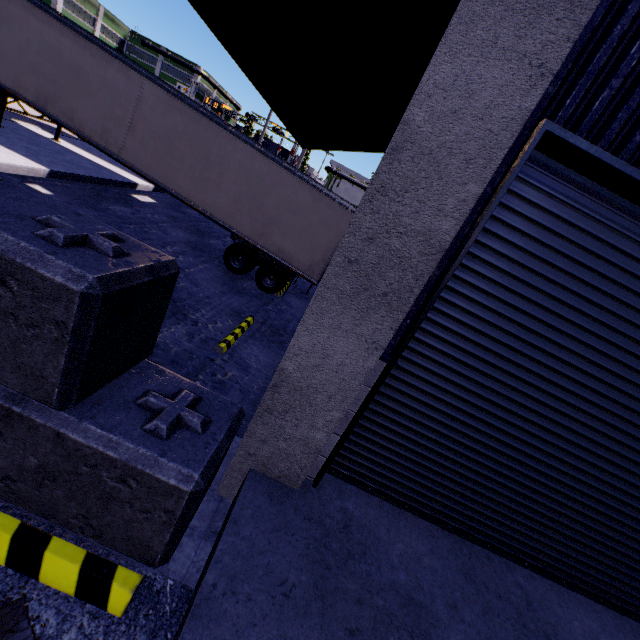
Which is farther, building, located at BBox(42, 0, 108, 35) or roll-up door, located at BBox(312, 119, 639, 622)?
building, located at BBox(42, 0, 108, 35)

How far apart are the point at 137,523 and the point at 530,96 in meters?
3.8

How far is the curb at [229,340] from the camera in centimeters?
672cm

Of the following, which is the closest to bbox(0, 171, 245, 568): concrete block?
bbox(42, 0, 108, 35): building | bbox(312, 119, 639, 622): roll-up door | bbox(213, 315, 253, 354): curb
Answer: bbox(42, 0, 108, 35): building

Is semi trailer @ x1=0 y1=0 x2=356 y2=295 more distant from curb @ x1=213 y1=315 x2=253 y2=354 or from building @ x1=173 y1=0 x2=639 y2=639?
curb @ x1=213 y1=315 x2=253 y2=354

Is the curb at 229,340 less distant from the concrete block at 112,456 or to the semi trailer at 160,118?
the semi trailer at 160,118

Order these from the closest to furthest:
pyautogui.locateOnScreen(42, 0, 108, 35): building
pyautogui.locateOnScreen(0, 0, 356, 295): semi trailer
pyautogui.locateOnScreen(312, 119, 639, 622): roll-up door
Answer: pyautogui.locateOnScreen(312, 119, 639, 622): roll-up door
pyautogui.locateOnScreen(0, 0, 356, 295): semi trailer
pyautogui.locateOnScreen(42, 0, 108, 35): building

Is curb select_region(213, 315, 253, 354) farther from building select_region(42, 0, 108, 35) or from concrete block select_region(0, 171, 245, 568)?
concrete block select_region(0, 171, 245, 568)
